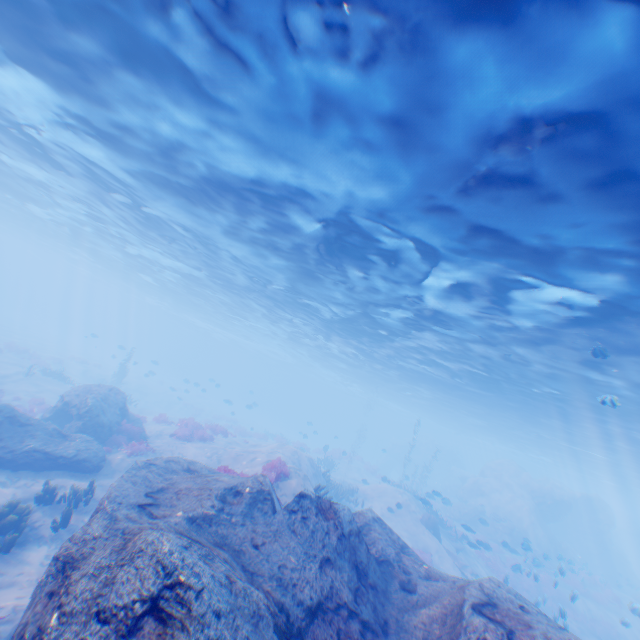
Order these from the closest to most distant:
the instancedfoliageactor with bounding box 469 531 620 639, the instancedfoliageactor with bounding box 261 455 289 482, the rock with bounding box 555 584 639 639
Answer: the instancedfoliageactor with bounding box 261 455 289 482 → the rock with bounding box 555 584 639 639 → the instancedfoliageactor with bounding box 469 531 620 639

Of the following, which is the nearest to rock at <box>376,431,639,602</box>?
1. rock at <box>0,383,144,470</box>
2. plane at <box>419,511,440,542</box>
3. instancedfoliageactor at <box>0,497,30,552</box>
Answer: plane at <box>419,511,440,542</box>

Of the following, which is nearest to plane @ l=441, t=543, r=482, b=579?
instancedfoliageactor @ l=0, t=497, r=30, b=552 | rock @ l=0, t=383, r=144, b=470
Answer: rock @ l=0, t=383, r=144, b=470

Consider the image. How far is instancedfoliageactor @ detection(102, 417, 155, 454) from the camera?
15.1m

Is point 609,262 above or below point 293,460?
above

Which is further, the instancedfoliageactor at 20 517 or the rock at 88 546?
the instancedfoliageactor at 20 517

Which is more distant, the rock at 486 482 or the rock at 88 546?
the rock at 486 482

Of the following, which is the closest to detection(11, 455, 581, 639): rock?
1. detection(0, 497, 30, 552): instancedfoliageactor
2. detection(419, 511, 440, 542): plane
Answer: detection(419, 511, 440, 542): plane
